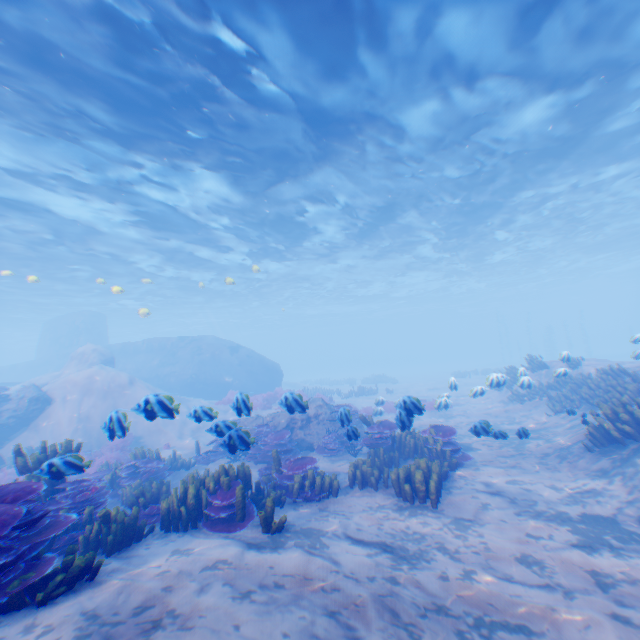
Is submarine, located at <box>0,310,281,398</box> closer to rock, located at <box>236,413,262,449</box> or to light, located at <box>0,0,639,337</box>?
light, located at <box>0,0,639,337</box>

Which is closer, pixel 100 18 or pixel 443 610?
pixel 443 610

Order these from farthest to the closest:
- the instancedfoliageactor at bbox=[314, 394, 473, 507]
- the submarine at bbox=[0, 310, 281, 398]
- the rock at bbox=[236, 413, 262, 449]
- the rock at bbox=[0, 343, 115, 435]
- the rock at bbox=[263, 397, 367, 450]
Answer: the submarine at bbox=[0, 310, 281, 398] < the rock at bbox=[0, 343, 115, 435] < the rock at bbox=[263, 397, 367, 450] < the instancedfoliageactor at bbox=[314, 394, 473, 507] < the rock at bbox=[236, 413, 262, 449]

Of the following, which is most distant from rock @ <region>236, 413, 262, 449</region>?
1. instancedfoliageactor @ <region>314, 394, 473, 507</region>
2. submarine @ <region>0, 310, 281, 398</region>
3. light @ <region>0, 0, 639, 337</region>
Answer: light @ <region>0, 0, 639, 337</region>

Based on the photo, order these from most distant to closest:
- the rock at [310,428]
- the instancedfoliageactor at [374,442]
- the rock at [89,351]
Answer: the rock at [89,351]
the rock at [310,428]
the instancedfoliageactor at [374,442]

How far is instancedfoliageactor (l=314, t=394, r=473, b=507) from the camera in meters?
7.4

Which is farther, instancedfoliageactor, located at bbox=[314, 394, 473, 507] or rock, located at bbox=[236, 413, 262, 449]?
instancedfoliageactor, located at bbox=[314, 394, 473, 507]

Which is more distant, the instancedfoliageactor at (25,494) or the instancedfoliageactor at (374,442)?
the instancedfoliageactor at (374,442)
